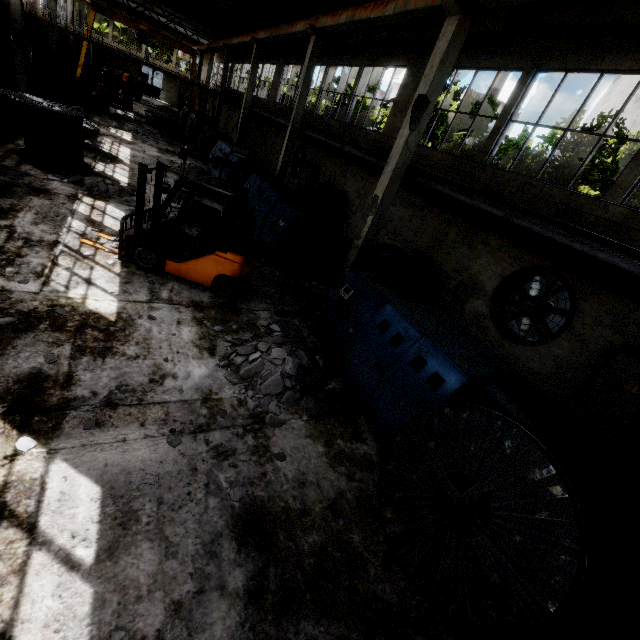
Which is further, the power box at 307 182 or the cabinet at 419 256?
the power box at 307 182

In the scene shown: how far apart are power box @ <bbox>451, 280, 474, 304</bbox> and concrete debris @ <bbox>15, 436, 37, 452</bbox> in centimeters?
1074cm

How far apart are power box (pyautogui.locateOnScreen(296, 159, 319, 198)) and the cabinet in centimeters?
1018cm

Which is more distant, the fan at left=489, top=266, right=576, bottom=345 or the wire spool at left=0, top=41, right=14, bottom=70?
the wire spool at left=0, top=41, right=14, bottom=70

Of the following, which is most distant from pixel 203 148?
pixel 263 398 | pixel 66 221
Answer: pixel 263 398

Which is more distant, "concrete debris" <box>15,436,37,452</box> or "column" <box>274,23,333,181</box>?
"column" <box>274,23,333,181</box>

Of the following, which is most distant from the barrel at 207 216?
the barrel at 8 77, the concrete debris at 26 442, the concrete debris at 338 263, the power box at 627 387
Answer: the barrel at 8 77

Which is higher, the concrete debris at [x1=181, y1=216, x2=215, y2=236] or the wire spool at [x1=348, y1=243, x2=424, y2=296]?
the wire spool at [x1=348, y1=243, x2=424, y2=296]
